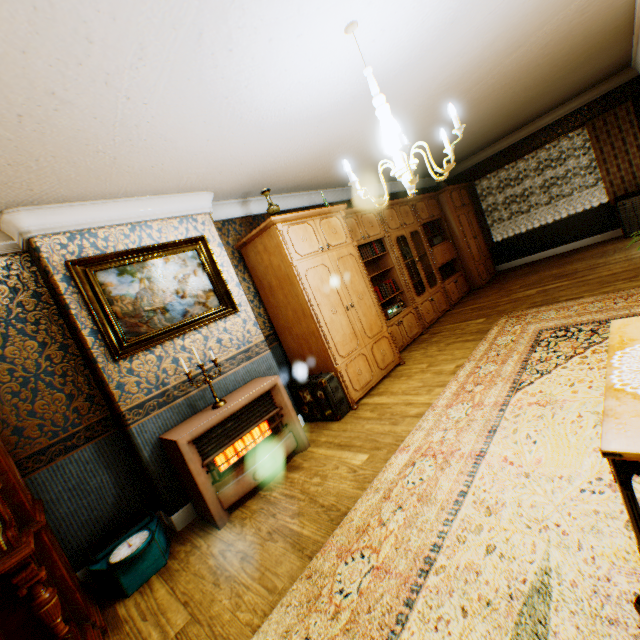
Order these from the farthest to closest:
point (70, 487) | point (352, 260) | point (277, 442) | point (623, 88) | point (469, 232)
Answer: point (469, 232) → point (623, 88) → point (352, 260) → point (277, 442) → point (70, 487)

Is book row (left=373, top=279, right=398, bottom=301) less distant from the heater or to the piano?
the heater

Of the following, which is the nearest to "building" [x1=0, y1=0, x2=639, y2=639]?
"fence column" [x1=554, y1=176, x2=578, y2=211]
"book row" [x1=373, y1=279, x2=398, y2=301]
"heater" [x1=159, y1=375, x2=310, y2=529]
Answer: "heater" [x1=159, y1=375, x2=310, y2=529]

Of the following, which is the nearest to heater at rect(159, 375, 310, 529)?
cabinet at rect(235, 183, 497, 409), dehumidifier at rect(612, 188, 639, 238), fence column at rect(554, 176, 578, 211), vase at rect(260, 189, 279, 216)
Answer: cabinet at rect(235, 183, 497, 409)

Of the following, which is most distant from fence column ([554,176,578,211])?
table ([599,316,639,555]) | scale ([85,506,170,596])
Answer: scale ([85,506,170,596])

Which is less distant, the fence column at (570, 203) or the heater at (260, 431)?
the heater at (260, 431)

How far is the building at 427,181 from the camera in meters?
6.6 m

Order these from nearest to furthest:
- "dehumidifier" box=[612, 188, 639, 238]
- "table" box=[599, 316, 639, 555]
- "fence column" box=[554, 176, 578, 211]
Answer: "table" box=[599, 316, 639, 555] < "dehumidifier" box=[612, 188, 639, 238] < "fence column" box=[554, 176, 578, 211]
